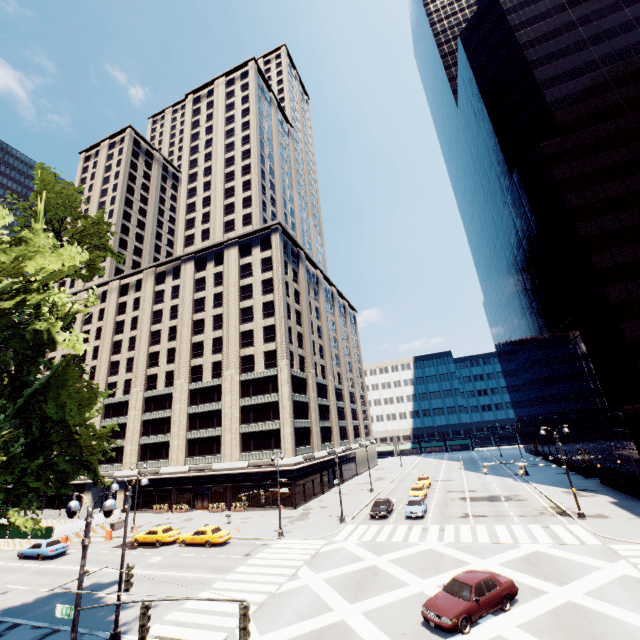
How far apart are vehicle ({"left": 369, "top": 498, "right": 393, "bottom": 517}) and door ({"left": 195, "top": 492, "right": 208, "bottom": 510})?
24.4 meters

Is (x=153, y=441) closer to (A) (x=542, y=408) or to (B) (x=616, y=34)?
(A) (x=542, y=408)

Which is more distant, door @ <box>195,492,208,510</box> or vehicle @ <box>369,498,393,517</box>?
door @ <box>195,492,208,510</box>

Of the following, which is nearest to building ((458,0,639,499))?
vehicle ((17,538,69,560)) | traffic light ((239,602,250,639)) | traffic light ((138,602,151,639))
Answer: traffic light ((239,602,250,639))

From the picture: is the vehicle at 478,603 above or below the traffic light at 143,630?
below

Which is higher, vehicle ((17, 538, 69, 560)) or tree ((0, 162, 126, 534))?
tree ((0, 162, 126, 534))

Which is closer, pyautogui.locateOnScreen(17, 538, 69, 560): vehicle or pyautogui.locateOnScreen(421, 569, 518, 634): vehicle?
pyautogui.locateOnScreen(421, 569, 518, 634): vehicle

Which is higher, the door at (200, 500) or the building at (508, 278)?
the building at (508, 278)
